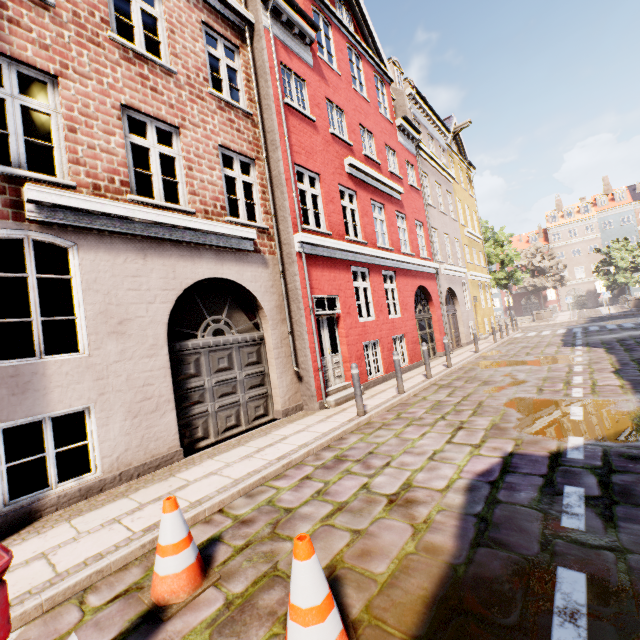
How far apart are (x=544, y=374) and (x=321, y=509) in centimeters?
798cm

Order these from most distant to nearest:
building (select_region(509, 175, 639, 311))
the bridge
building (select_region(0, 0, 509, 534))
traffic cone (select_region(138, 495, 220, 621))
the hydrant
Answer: building (select_region(509, 175, 639, 311)) < the bridge < building (select_region(0, 0, 509, 534)) < traffic cone (select_region(138, 495, 220, 621)) < the hydrant

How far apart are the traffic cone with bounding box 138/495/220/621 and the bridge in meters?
38.6 m

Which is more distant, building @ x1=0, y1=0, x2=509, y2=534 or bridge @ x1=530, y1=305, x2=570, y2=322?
bridge @ x1=530, y1=305, x2=570, y2=322

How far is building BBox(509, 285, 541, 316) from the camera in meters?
52.8 m

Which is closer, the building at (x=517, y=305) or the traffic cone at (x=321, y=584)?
the traffic cone at (x=321, y=584)

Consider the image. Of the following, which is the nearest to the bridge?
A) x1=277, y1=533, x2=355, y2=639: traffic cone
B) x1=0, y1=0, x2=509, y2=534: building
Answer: x1=0, y1=0, x2=509, y2=534: building

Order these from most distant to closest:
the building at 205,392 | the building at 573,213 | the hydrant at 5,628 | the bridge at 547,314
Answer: the building at 573,213
the bridge at 547,314
the building at 205,392
the hydrant at 5,628
